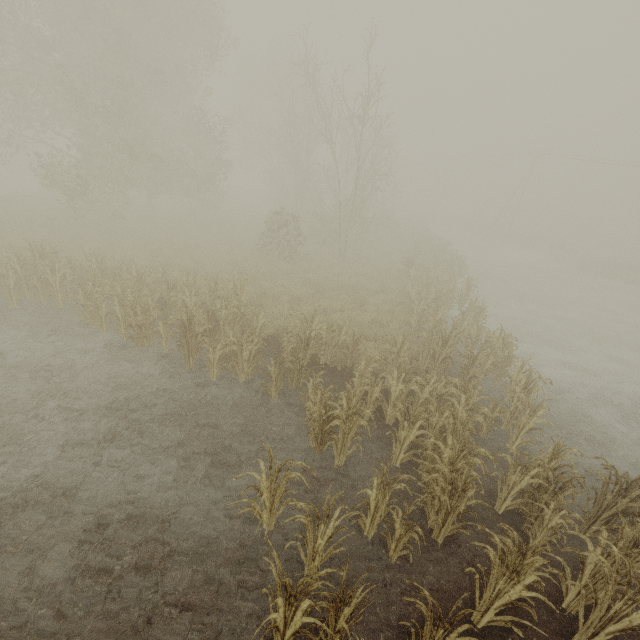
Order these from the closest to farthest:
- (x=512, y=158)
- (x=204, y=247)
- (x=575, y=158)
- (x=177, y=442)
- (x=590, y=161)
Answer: (x=177, y=442) < (x=204, y=247) < (x=575, y=158) < (x=590, y=161) < (x=512, y=158)
